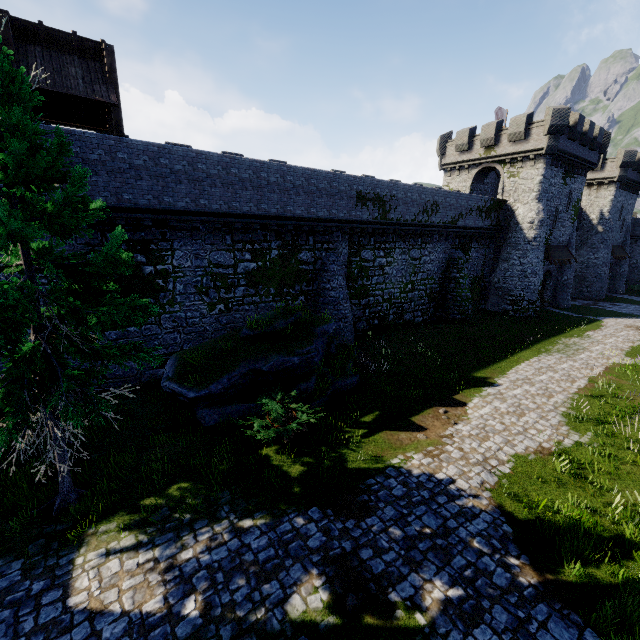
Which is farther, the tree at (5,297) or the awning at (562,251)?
the awning at (562,251)

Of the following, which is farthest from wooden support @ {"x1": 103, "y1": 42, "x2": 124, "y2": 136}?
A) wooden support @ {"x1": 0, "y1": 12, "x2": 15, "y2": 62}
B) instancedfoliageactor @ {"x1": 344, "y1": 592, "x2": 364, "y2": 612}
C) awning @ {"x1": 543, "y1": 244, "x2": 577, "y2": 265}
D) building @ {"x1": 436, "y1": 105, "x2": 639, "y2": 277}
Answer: awning @ {"x1": 543, "y1": 244, "x2": 577, "y2": 265}

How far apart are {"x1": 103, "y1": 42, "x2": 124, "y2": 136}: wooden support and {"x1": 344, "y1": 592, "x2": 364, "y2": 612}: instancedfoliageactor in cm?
1637

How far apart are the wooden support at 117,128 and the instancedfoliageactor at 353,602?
16.4m

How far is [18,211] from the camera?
5.1 meters

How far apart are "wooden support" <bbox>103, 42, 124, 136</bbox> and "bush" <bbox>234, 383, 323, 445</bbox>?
11.2 meters

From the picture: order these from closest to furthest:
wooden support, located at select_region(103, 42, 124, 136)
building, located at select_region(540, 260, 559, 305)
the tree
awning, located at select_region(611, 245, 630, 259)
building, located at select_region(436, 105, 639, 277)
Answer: the tree, wooden support, located at select_region(103, 42, 124, 136), building, located at select_region(436, 105, 639, 277), building, located at select_region(540, 260, 559, 305), awning, located at select_region(611, 245, 630, 259)

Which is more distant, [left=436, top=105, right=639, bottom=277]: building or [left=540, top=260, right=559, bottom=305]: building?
[left=540, top=260, right=559, bottom=305]: building
